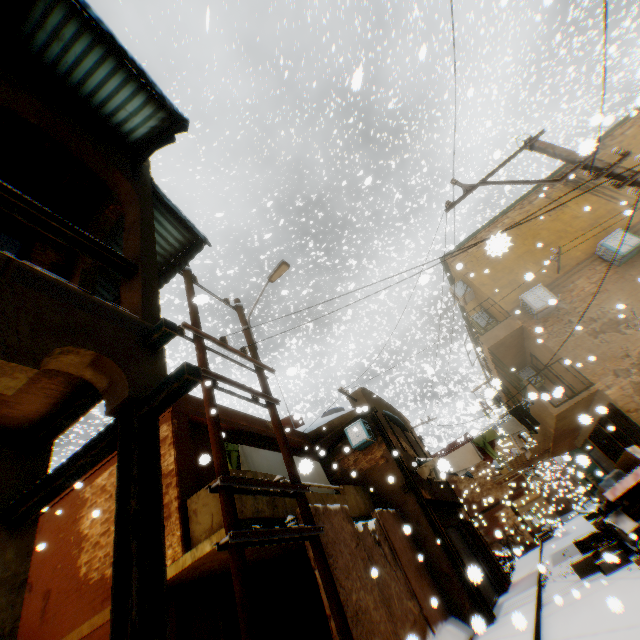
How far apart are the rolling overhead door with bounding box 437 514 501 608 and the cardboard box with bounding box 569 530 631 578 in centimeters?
8cm

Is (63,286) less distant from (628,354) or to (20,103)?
(20,103)

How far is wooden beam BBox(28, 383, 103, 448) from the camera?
3.0 meters

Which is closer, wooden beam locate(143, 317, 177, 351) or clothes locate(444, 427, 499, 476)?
wooden beam locate(143, 317, 177, 351)

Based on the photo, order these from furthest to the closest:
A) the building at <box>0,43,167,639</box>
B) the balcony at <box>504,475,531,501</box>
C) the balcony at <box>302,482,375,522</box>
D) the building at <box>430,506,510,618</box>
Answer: the balcony at <box>504,475,531,501</box> → the building at <box>430,506,510,618</box> → the balcony at <box>302,482,375,522</box> → the building at <box>0,43,167,639</box>

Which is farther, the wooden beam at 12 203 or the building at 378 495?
the building at 378 495

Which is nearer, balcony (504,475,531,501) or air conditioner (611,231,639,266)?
air conditioner (611,231,639,266)

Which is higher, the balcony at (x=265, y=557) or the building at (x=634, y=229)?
the building at (x=634, y=229)
